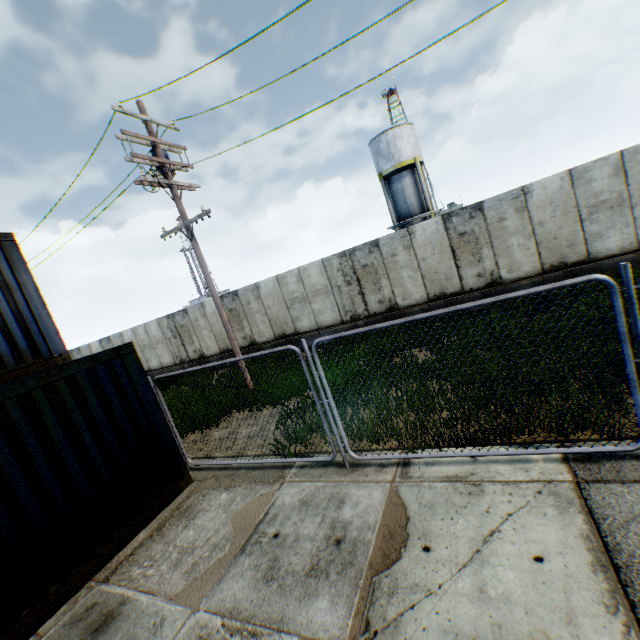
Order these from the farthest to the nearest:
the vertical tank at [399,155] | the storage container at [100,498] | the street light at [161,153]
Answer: the vertical tank at [399,155], the street light at [161,153], the storage container at [100,498]

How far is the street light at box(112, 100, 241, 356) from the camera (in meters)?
9.23

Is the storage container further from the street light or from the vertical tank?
the vertical tank

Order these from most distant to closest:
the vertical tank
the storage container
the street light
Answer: the vertical tank
the street light
the storage container

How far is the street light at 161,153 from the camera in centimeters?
923cm

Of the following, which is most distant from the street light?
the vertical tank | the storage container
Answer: the vertical tank

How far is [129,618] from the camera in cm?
376
